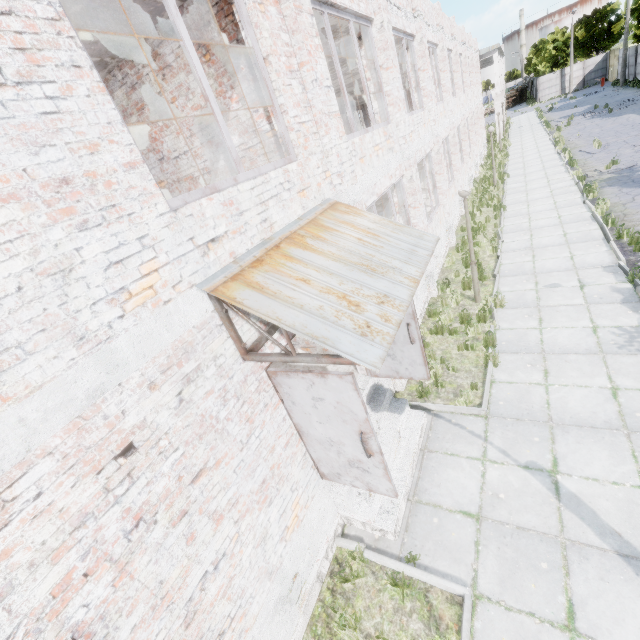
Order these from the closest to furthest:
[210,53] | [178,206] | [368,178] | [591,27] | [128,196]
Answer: [128,196]
[178,206]
[210,53]
[368,178]
[591,27]

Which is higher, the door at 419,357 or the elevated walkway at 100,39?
the elevated walkway at 100,39

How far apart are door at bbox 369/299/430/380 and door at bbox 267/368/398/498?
2.07m

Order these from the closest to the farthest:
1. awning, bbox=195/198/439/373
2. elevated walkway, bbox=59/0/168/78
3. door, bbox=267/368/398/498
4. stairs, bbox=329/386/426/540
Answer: awning, bbox=195/198/439/373
door, bbox=267/368/398/498
elevated walkway, bbox=59/0/168/78
stairs, bbox=329/386/426/540

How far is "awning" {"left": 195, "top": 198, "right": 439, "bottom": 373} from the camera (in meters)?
2.99

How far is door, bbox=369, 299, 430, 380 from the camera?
5.4m

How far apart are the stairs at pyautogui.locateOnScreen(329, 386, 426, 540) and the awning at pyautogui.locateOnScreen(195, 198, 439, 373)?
2.80m

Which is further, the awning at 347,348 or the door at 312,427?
the door at 312,427
